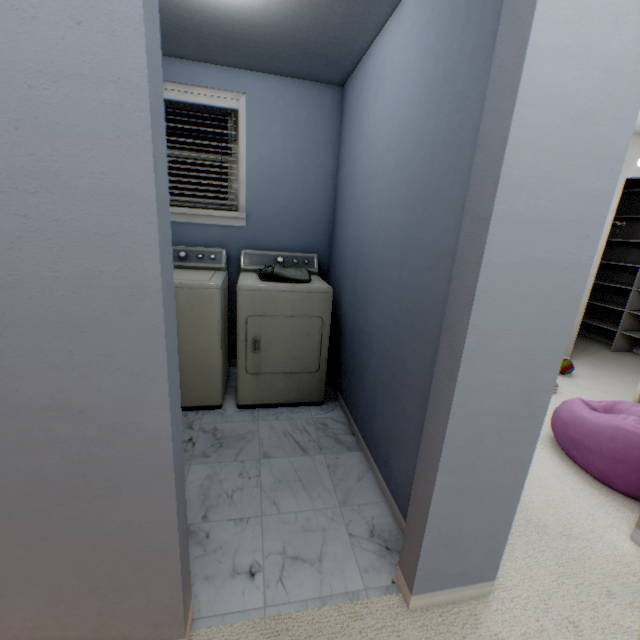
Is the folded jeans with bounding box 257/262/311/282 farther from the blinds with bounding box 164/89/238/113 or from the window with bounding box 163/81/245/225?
the blinds with bounding box 164/89/238/113

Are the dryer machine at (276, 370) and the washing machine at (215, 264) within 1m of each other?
yes

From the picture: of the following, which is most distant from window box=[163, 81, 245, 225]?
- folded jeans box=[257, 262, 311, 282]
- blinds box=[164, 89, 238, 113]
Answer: folded jeans box=[257, 262, 311, 282]

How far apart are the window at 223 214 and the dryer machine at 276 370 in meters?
0.9

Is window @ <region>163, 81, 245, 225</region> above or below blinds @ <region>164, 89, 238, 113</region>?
below

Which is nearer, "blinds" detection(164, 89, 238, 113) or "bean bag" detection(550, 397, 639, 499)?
"bean bag" detection(550, 397, 639, 499)

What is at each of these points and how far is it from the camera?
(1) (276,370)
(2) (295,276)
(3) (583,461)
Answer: (1) dryer machine, 2.43m
(2) folded jeans, 2.34m
(3) bean bag, 2.00m

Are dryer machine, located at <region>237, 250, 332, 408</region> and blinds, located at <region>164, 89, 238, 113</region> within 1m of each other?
no
